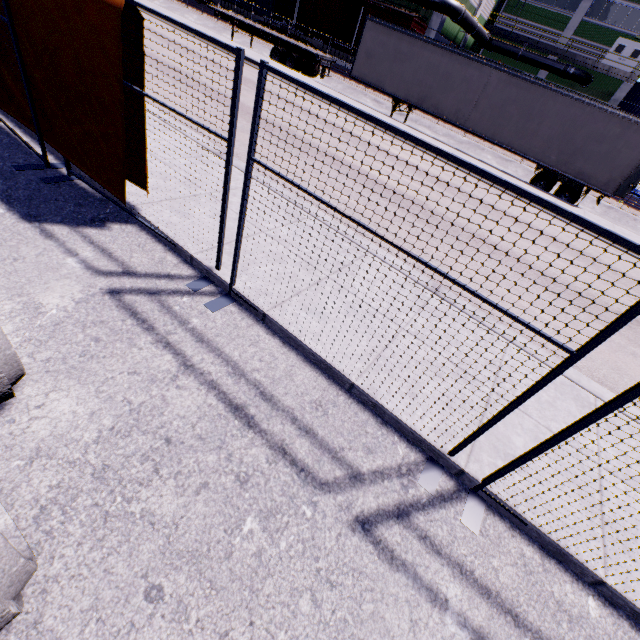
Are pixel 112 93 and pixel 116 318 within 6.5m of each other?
yes

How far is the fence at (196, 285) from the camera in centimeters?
372cm

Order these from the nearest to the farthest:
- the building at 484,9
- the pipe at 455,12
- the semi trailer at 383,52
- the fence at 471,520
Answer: the fence at 471,520 → the semi trailer at 383,52 → the pipe at 455,12 → the building at 484,9

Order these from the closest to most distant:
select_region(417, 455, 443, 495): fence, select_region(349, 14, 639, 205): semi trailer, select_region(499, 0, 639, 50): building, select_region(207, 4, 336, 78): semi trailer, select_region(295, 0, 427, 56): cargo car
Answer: select_region(417, 455, 443, 495): fence, select_region(349, 14, 639, 205): semi trailer, select_region(207, 4, 336, 78): semi trailer, select_region(295, 0, 427, 56): cargo car, select_region(499, 0, 639, 50): building

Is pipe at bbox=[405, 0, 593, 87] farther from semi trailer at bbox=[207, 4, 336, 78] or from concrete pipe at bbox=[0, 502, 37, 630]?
concrete pipe at bbox=[0, 502, 37, 630]

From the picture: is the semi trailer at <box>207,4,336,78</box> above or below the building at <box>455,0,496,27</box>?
below

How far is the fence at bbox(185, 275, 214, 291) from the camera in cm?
372

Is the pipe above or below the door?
below
